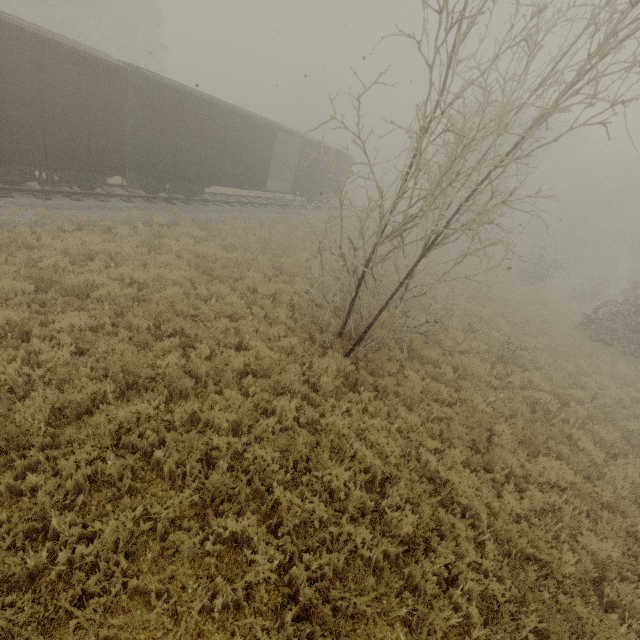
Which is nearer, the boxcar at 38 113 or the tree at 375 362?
the tree at 375 362

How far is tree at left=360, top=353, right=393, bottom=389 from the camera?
8.1 meters

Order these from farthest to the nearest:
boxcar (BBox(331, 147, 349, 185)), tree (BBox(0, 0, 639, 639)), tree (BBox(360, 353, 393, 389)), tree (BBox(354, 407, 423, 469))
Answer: boxcar (BBox(331, 147, 349, 185))
tree (BBox(360, 353, 393, 389))
tree (BBox(354, 407, 423, 469))
tree (BBox(0, 0, 639, 639))

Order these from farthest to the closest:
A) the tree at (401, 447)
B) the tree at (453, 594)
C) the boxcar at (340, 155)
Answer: the boxcar at (340, 155) → the tree at (401, 447) → the tree at (453, 594)

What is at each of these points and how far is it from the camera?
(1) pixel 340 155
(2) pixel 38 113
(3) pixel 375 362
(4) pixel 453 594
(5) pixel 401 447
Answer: (1) boxcar, 25.7m
(2) boxcar, 9.9m
(3) tree, 8.7m
(4) tree, 4.7m
(5) tree, 6.6m

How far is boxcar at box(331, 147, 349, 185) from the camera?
25.15m

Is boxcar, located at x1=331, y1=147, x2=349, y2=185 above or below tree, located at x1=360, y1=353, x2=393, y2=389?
above
